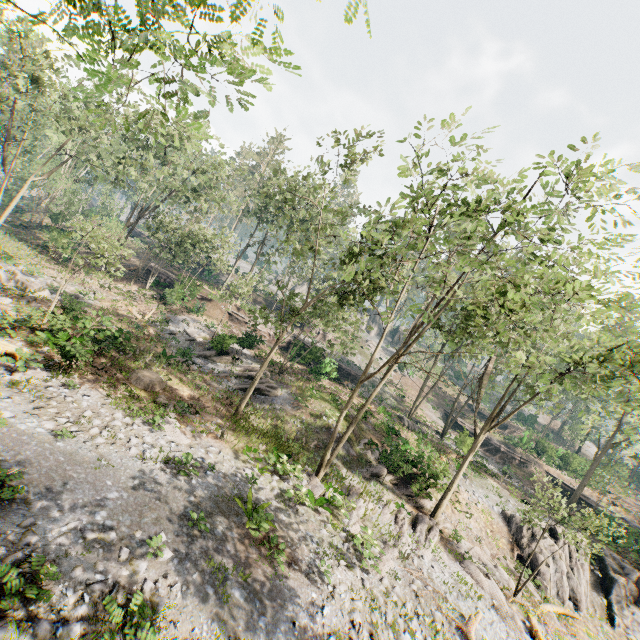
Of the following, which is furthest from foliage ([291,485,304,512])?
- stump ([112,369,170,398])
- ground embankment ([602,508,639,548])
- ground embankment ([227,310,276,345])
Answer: stump ([112,369,170,398])

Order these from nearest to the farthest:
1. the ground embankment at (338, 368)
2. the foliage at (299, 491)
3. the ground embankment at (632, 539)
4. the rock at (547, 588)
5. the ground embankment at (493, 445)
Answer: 1. the foliage at (299, 491)
2. the rock at (547, 588)
3. the ground embankment at (632, 539)
4. the ground embankment at (338, 368)
5. the ground embankment at (493, 445)

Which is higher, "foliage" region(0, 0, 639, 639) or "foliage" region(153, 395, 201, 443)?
"foliage" region(0, 0, 639, 639)

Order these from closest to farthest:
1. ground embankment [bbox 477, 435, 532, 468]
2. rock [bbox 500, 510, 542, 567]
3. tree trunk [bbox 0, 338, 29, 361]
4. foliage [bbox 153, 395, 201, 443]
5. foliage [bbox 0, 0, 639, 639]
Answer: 1. foliage [bbox 0, 0, 639, 639]
2. tree trunk [bbox 0, 338, 29, 361]
3. foliage [bbox 153, 395, 201, 443]
4. rock [bbox 500, 510, 542, 567]
5. ground embankment [bbox 477, 435, 532, 468]

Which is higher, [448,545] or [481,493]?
[481,493]

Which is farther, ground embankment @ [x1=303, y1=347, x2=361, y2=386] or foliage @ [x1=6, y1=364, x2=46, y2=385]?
ground embankment @ [x1=303, y1=347, x2=361, y2=386]

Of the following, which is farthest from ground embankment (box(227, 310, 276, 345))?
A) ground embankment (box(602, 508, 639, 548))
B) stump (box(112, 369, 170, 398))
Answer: ground embankment (box(602, 508, 639, 548))

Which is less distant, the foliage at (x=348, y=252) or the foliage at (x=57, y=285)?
the foliage at (x=348, y=252)
